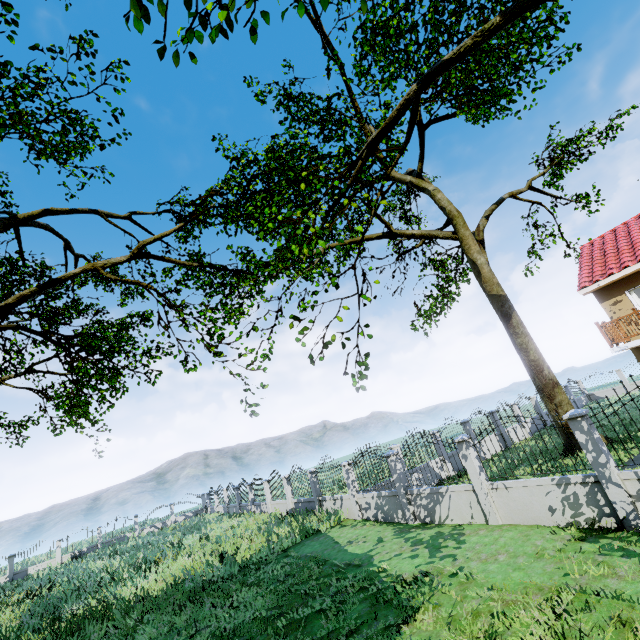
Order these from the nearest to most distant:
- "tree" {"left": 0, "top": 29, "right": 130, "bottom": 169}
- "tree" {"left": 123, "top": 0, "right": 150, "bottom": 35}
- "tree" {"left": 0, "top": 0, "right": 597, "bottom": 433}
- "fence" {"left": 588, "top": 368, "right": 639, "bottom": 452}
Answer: "tree" {"left": 123, "top": 0, "right": 150, "bottom": 35} < "fence" {"left": 588, "top": 368, "right": 639, "bottom": 452} < "tree" {"left": 0, "top": 0, "right": 597, "bottom": 433} < "tree" {"left": 0, "top": 29, "right": 130, "bottom": 169}

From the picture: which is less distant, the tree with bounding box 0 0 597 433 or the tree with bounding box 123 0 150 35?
the tree with bounding box 123 0 150 35

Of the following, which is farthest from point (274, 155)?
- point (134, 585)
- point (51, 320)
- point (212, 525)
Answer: point (212, 525)

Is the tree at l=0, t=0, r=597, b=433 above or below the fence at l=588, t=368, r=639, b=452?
above

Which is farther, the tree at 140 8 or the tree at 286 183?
the tree at 286 183

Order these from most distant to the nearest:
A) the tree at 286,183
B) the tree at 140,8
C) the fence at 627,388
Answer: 1. the tree at 286,183
2. the fence at 627,388
3. the tree at 140,8
